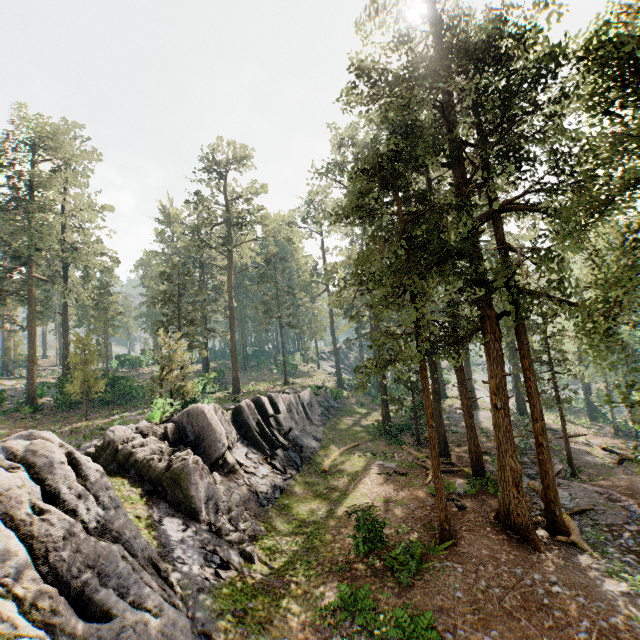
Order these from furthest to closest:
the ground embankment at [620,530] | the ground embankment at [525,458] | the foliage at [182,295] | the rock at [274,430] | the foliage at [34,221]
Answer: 1. the foliage at [34,221]
2. the ground embankment at [525,458]
3. the ground embankment at [620,530]
4. the foliage at [182,295]
5. the rock at [274,430]

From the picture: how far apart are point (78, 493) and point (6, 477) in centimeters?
211cm

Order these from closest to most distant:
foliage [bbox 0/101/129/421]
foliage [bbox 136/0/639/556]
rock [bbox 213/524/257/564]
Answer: foliage [bbox 136/0/639/556], rock [bbox 213/524/257/564], foliage [bbox 0/101/129/421]

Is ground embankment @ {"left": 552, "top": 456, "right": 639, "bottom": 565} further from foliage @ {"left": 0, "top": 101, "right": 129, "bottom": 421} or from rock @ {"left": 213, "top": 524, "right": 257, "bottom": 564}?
rock @ {"left": 213, "top": 524, "right": 257, "bottom": 564}

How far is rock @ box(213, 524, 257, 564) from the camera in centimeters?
1314cm

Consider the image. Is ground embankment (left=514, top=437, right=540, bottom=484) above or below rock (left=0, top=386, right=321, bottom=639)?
below

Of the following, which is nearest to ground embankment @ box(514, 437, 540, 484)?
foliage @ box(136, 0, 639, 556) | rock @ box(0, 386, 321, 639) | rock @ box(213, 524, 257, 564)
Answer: foliage @ box(136, 0, 639, 556)

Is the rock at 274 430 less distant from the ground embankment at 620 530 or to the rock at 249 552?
the rock at 249 552
